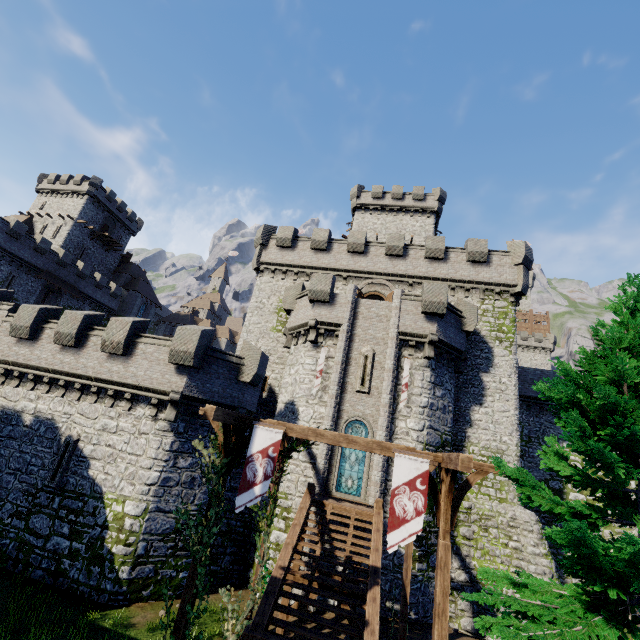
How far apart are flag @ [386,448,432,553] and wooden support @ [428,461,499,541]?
0.1 meters

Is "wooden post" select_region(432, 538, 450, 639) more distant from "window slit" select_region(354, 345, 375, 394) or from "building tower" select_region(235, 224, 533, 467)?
"building tower" select_region(235, 224, 533, 467)

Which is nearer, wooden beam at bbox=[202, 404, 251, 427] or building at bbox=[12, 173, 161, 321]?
wooden beam at bbox=[202, 404, 251, 427]

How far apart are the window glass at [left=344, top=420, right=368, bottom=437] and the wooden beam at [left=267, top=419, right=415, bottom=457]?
9.5m

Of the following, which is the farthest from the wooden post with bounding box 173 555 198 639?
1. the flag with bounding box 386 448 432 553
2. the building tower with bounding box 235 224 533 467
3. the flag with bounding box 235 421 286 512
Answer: the building tower with bounding box 235 224 533 467

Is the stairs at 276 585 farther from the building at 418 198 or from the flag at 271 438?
the building at 418 198

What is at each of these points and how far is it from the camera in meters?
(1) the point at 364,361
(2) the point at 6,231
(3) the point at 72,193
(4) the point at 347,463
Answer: (1) window slit, 18.9 m
(2) building tower, 34.5 m
(3) building, 49.8 m
(4) window glass, 17.3 m

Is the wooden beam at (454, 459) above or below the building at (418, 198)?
below
